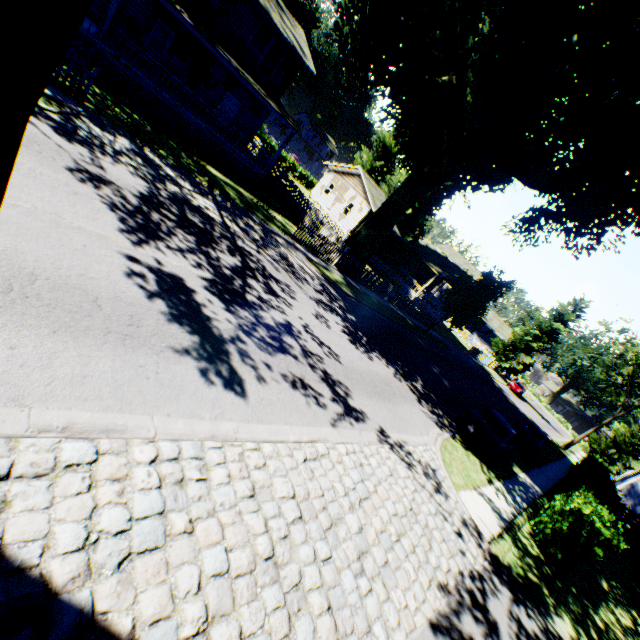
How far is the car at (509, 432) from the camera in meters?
13.3 m

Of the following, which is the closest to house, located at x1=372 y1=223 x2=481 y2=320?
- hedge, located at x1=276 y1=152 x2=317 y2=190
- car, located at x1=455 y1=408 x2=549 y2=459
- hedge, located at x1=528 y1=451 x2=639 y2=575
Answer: hedge, located at x1=276 y1=152 x2=317 y2=190

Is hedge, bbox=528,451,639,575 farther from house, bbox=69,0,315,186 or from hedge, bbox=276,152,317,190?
hedge, bbox=276,152,317,190

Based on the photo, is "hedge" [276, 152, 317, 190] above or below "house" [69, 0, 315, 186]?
below

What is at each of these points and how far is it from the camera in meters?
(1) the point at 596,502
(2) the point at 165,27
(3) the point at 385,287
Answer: (1) hedge, 13.4
(2) house, 25.7
(3) fence, 25.0

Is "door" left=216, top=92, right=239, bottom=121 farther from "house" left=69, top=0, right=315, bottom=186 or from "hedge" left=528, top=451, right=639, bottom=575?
"hedge" left=528, top=451, right=639, bottom=575

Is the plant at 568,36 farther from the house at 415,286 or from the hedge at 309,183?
the hedge at 309,183

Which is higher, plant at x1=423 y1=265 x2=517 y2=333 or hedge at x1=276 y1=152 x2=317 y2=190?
plant at x1=423 y1=265 x2=517 y2=333
